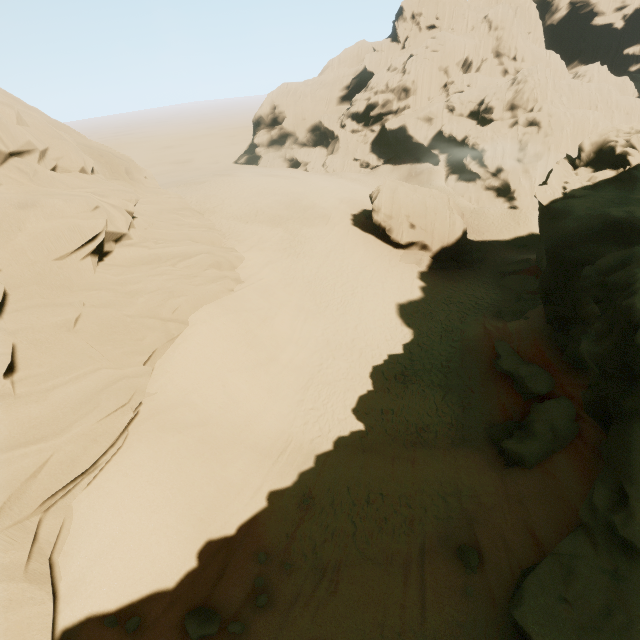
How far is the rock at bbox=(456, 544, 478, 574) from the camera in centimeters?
901cm

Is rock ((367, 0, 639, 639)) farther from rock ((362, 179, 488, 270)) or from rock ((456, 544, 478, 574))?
rock ((362, 179, 488, 270))

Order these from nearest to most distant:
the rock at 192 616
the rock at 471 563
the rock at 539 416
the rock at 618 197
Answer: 1. the rock at 618 197
2. the rock at 192 616
3. the rock at 471 563
4. the rock at 539 416

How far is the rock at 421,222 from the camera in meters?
28.4

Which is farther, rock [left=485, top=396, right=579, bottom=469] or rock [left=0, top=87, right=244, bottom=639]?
rock [left=485, top=396, right=579, bottom=469]

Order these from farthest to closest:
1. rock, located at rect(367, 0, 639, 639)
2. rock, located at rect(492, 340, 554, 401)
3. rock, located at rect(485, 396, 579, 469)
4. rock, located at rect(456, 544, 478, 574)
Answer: rock, located at rect(492, 340, 554, 401) < rock, located at rect(485, 396, 579, 469) < rock, located at rect(456, 544, 478, 574) < rock, located at rect(367, 0, 639, 639)

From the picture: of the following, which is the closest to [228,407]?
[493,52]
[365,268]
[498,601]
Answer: [498,601]

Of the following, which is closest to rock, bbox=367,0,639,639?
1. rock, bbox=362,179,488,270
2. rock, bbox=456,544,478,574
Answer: rock, bbox=456,544,478,574
